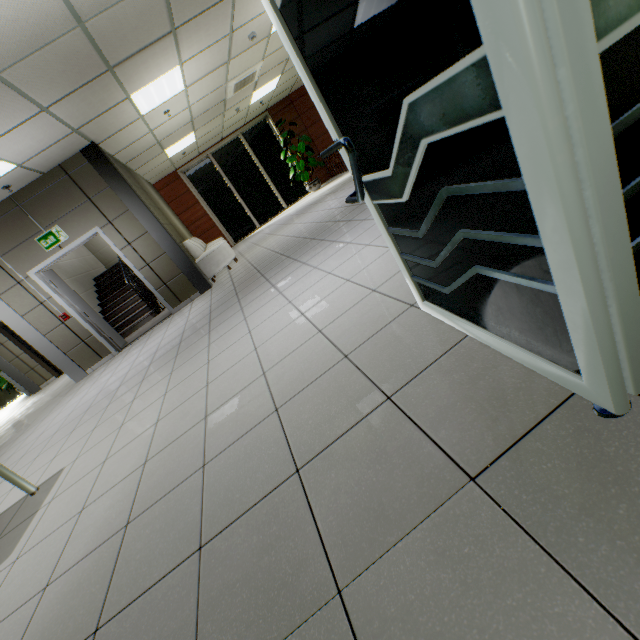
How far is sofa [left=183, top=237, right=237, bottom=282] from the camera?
7.31m

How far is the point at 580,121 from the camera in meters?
0.6

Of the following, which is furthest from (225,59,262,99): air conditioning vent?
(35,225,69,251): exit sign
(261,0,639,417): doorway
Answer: (261,0,639,417): doorway

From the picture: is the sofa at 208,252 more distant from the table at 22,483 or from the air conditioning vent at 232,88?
the table at 22,483

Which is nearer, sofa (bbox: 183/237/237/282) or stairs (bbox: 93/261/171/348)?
sofa (bbox: 183/237/237/282)

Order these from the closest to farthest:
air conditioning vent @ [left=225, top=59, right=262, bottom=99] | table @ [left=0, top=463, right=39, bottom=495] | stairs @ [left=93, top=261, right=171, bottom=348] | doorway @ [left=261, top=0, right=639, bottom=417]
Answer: doorway @ [left=261, top=0, right=639, bottom=417] → table @ [left=0, top=463, right=39, bottom=495] → air conditioning vent @ [left=225, top=59, right=262, bottom=99] → stairs @ [left=93, top=261, right=171, bottom=348]

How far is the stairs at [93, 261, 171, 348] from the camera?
8.03m

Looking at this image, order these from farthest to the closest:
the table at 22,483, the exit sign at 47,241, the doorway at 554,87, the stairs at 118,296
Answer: the stairs at 118,296
the exit sign at 47,241
the table at 22,483
the doorway at 554,87
